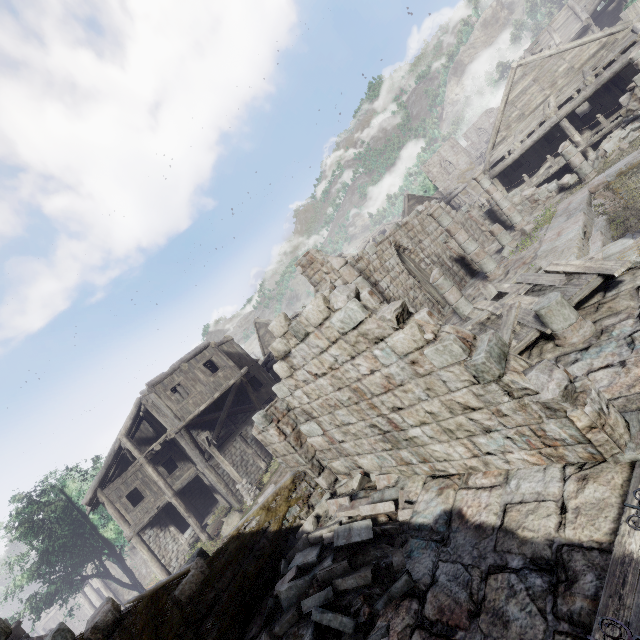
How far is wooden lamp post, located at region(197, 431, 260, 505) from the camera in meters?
17.7

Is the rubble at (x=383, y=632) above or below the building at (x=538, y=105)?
above

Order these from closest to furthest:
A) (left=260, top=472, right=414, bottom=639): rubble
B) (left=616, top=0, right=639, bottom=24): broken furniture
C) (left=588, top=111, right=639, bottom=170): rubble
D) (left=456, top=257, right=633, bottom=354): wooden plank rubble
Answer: (left=260, top=472, right=414, bottom=639): rubble < (left=456, top=257, right=633, bottom=354): wooden plank rubble < (left=588, top=111, right=639, bottom=170): rubble < (left=616, top=0, right=639, bottom=24): broken furniture

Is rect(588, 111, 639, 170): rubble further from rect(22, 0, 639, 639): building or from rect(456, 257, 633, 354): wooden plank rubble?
rect(456, 257, 633, 354): wooden plank rubble

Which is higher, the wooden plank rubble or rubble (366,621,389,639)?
the wooden plank rubble

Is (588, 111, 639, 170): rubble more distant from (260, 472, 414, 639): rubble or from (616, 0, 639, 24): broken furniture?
(260, 472, 414, 639): rubble

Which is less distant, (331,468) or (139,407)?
(331,468)

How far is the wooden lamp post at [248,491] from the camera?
17.7m
